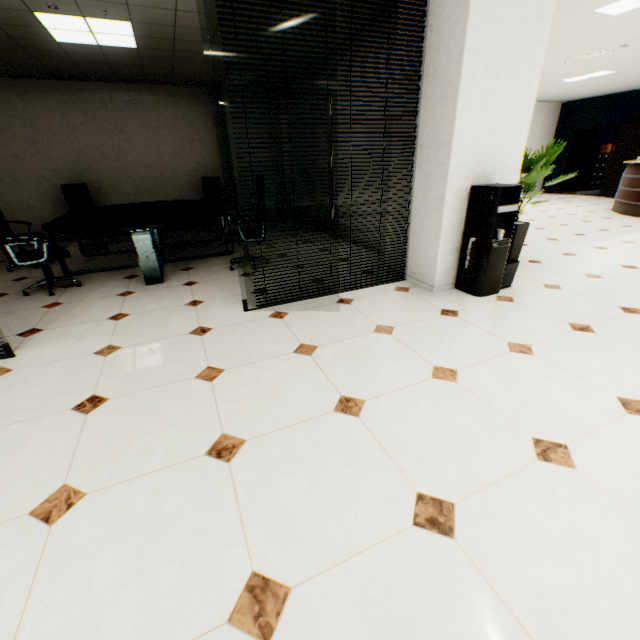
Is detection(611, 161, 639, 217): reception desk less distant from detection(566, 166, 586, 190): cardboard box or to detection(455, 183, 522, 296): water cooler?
detection(566, 166, 586, 190): cardboard box

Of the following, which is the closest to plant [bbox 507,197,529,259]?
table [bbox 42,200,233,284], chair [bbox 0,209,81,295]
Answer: table [bbox 42,200,233,284]

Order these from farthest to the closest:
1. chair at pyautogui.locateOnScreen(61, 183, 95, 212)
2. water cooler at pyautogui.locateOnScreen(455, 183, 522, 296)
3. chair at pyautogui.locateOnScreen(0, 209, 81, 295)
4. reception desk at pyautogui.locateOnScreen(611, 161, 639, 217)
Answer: reception desk at pyautogui.locateOnScreen(611, 161, 639, 217), chair at pyautogui.locateOnScreen(61, 183, 95, 212), chair at pyautogui.locateOnScreen(0, 209, 81, 295), water cooler at pyautogui.locateOnScreen(455, 183, 522, 296)

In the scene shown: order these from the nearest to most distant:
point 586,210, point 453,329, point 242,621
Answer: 1. point 242,621
2. point 453,329
3. point 586,210

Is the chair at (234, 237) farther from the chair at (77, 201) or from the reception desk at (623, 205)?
the reception desk at (623, 205)

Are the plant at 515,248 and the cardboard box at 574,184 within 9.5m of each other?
no

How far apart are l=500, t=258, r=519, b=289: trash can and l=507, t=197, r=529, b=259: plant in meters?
0.8 m

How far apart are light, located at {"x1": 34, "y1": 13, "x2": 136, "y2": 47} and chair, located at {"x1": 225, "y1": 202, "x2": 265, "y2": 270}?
2.3 meters
